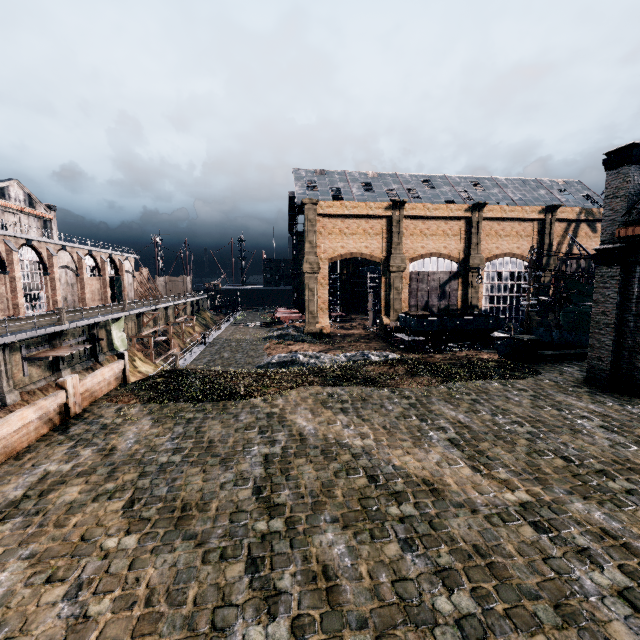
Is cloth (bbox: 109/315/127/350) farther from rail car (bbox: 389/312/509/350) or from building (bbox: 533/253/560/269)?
rail car (bbox: 389/312/509/350)

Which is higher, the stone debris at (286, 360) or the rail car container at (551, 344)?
the rail car container at (551, 344)

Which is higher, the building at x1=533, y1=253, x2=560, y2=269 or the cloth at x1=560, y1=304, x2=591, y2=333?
the building at x1=533, y1=253, x2=560, y2=269

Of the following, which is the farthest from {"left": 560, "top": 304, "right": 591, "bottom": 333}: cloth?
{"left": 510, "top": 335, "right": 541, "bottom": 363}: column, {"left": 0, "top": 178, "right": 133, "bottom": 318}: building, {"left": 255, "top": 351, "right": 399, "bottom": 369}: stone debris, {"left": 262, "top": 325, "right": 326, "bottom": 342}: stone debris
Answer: {"left": 0, "top": 178, "right": 133, "bottom": 318}: building

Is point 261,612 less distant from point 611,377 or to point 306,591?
point 306,591

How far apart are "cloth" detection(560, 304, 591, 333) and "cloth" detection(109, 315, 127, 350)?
51.3 meters

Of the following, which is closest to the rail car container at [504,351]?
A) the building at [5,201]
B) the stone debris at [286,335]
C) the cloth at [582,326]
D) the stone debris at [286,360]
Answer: the stone debris at [286,360]

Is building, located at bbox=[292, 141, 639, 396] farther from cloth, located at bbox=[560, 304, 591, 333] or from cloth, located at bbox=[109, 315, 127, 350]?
cloth, located at bbox=[109, 315, 127, 350]
